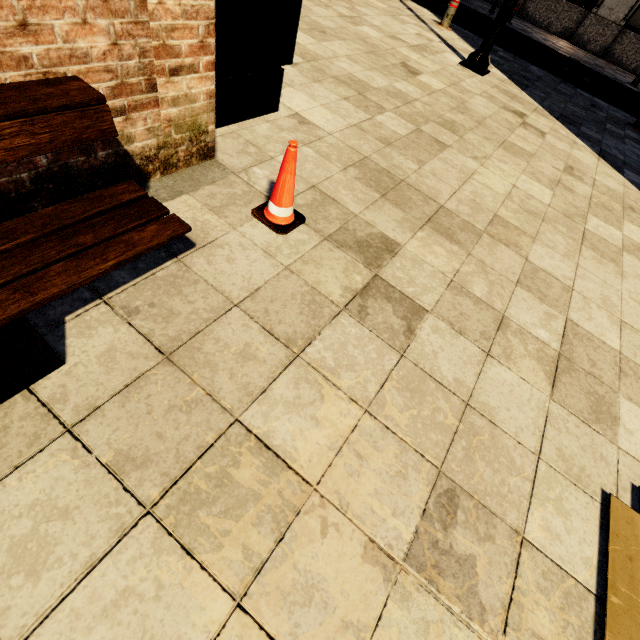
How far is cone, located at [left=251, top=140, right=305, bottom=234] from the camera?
1.81m

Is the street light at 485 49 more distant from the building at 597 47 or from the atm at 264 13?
the building at 597 47

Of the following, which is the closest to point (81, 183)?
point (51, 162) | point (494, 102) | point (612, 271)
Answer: point (51, 162)

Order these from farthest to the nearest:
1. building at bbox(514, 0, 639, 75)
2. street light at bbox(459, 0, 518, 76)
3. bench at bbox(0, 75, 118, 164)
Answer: building at bbox(514, 0, 639, 75), street light at bbox(459, 0, 518, 76), bench at bbox(0, 75, 118, 164)

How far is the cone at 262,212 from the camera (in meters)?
1.81

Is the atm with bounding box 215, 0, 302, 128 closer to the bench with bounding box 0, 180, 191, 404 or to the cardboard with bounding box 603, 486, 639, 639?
the bench with bounding box 0, 180, 191, 404

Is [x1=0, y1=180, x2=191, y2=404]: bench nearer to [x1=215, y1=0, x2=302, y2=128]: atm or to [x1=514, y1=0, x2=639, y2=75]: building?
[x1=215, y1=0, x2=302, y2=128]: atm

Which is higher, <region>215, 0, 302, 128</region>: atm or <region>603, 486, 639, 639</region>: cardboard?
<region>215, 0, 302, 128</region>: atm
